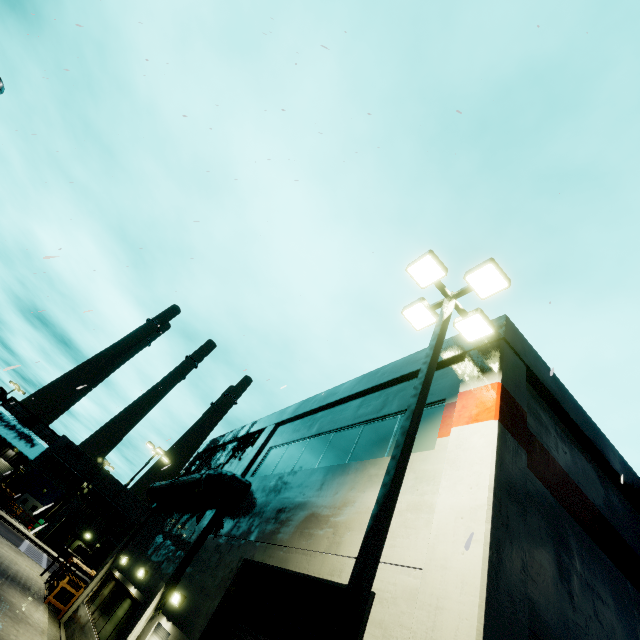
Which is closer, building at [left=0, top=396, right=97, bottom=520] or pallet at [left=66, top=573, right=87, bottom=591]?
pallet at [left=66, top=573, right=87, bottom=591]

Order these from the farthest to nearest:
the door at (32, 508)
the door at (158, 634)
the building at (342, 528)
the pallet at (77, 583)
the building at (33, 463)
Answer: the building at (33, 463), the door at (32, 508), the pallet at (77, 583), the door at (158, 634), the building at (342, 528)

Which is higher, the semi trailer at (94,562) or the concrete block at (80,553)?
the semi trailer at (94,562)

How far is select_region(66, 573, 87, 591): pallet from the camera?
18.11m

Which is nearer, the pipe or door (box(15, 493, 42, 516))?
the pipe

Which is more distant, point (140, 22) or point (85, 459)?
point (85, 459)

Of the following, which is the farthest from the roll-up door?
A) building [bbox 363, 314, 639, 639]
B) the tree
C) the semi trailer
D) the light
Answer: the tree

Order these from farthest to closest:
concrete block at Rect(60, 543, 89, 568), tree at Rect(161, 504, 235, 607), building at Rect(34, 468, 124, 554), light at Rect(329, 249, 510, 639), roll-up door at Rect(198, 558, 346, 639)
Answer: building at Rect(34, 468, 124, 554), concrete block at Rect(60, 543, 89, 568), tree at Rect(161, 504, 235, 607), roll-up door at Rect(198, 558, 346, 639), light at Rect(329, 249, 510, 639)
